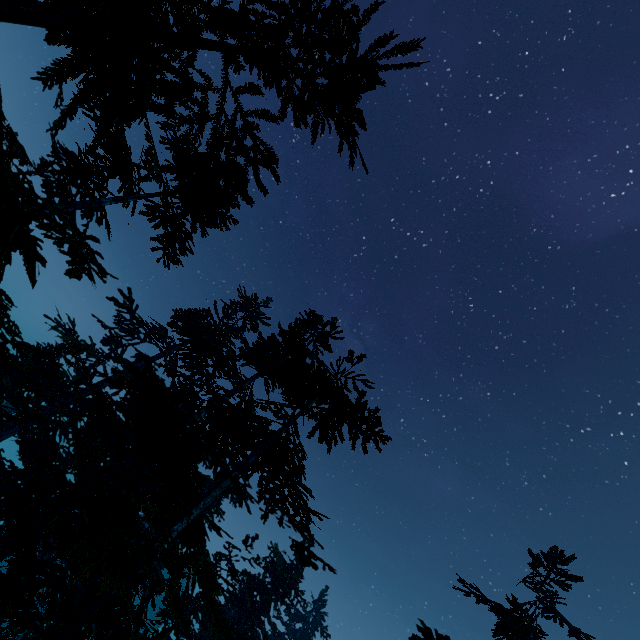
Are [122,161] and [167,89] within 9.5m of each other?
no

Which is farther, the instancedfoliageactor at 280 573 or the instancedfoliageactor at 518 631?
the instancedfoliageactor at 518 631

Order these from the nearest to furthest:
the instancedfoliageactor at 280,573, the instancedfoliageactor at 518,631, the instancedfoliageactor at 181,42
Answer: the instancedfoliageactor at 181,42 → the instancedfoliageactor at 280,573 → the instancedfoliageactor at 518,631

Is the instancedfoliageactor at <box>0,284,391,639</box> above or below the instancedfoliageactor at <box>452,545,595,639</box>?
below

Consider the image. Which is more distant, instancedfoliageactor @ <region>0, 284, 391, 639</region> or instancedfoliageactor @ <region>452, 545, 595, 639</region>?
instancedfoliageactor @ <region>452, 545, 595, 639</region>
